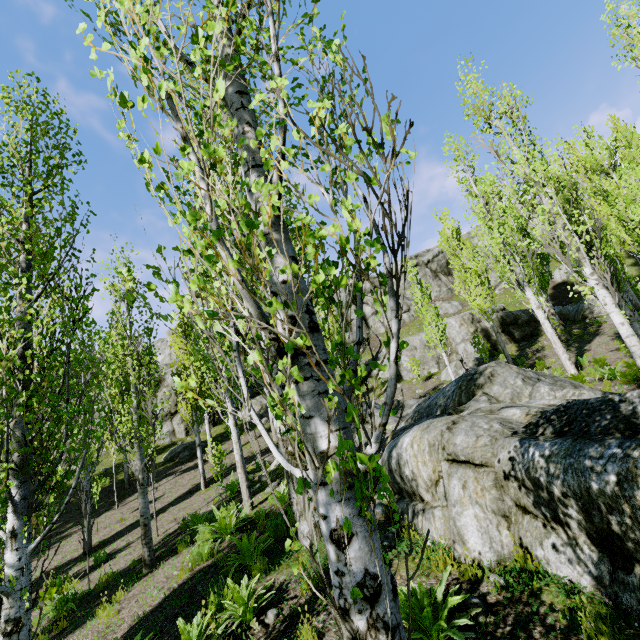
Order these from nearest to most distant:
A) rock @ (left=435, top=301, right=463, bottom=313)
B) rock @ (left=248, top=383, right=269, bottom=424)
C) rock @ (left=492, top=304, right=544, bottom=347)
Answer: rock @ (left=492, top=304, right=544, bottom=347) → rock @ (left=248, top=383, right=269, bottom=424) → rock @ (left=435, top=301, right=463, bottom=313)

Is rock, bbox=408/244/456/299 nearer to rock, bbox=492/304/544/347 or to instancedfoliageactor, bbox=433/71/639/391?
instancedfoliageactor, bbox=433/71/639/391

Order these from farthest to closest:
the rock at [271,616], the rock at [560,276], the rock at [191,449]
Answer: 1. the rock at [560,276]
2. the rock at [191,449]
3. the rock at [271,616]

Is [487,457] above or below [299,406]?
below

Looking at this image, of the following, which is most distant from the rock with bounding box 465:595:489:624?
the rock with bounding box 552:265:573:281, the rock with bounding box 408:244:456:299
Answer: the rock with bounding box 552:265:573:281

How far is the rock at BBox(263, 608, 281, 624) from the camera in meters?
4.7

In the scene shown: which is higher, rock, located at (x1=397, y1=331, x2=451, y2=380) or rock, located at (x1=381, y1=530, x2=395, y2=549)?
rock, located at (x1=397, y1=331, x2=451, y2=380)

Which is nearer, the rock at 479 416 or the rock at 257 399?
the rock at 479 416
